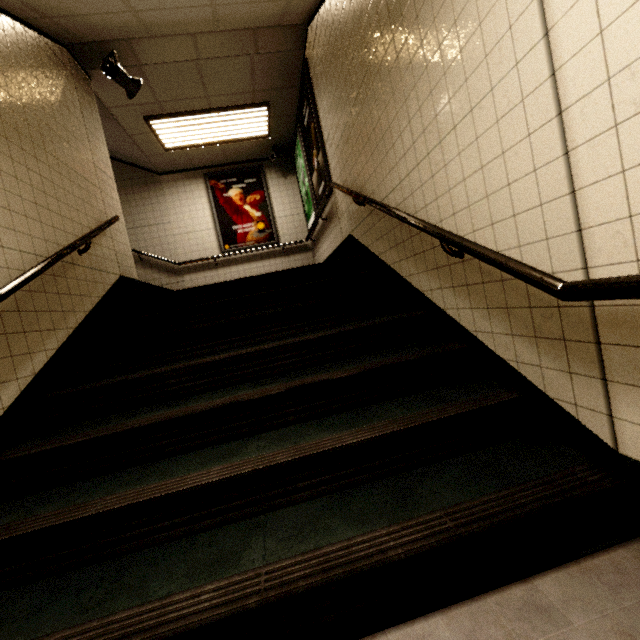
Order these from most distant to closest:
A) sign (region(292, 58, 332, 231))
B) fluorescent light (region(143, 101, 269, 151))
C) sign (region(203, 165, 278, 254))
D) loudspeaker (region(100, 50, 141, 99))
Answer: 1. sign (region(203, 165, 278, 254))
2. fluorescent light (region(143, 101, 269, 151))
3. sign (region(292, 58, 332, 231))
4. loudspeaker (region(100, 50, 141, 99))

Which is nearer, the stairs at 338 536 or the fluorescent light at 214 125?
the stairs at 338 536

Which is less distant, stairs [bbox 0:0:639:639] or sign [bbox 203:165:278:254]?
stairs [bbox 0:0:639:639]

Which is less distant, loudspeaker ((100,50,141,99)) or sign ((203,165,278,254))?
loudspeaker ((100,50,141,99))

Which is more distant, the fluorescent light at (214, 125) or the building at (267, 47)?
the fluorescent light at (214, 125)

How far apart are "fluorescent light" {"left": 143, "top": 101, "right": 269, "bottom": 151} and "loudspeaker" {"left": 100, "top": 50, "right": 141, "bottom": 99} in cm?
90

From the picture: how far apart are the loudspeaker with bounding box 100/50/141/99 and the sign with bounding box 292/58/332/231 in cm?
216

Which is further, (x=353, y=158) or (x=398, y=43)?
(x=353, y=158)
